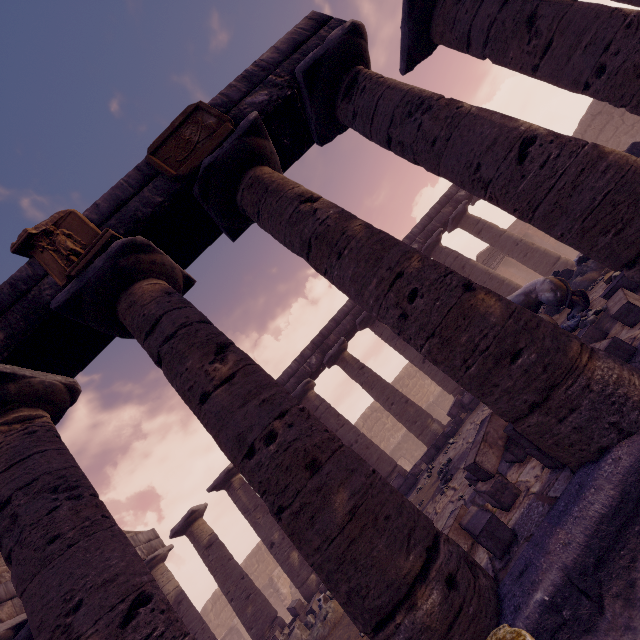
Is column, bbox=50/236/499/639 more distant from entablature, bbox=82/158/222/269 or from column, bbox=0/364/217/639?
column, bbox=0/364/217/639

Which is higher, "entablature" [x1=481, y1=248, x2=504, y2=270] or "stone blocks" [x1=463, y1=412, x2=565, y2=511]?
"entablature" [x1=481, y1=248, x2=504, y2=270]

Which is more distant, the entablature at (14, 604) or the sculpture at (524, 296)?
the entablature at (14, 604)

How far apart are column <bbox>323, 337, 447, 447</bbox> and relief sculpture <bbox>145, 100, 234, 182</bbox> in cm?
1011

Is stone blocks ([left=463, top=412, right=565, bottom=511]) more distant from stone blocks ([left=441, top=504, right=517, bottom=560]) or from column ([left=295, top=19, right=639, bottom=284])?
column ([left=295, top=19, right=639, bottom=284])

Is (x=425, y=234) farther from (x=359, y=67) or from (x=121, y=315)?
(x=121, y=315)

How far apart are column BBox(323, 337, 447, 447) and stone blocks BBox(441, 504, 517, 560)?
8.4 meters

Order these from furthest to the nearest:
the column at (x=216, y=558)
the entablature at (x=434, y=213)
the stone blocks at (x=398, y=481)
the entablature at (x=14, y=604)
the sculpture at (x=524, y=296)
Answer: the entablature at (x=434, y=213)
the column at (x=216, y=558)
the stone blocks at (x=398, y=481)
the entablature at (x=14, y=604)
the sculpture at (x=524, y=296)
